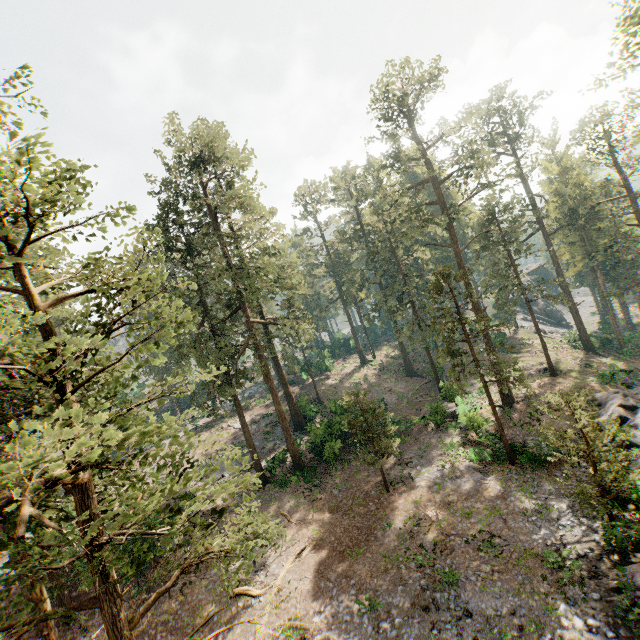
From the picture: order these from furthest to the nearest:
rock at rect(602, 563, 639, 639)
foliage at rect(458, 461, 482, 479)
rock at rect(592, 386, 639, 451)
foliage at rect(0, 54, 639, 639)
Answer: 1. foliage at rect(458, 461, 482, 479)
2. rock at rect(592, 386, 639, 451)
3. rock at rect(602, 563, 639, 639)
4. foliage at rect(0, 54, 639, 639)

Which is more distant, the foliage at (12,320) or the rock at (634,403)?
the rock at (634,403)

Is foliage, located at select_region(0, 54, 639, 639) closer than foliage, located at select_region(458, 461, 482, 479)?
Yes

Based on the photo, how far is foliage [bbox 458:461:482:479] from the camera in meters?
21.0

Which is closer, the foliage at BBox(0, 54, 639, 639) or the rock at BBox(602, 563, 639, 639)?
the foliage at BBox(0, 54, 639, 639)

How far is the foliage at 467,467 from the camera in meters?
21.0

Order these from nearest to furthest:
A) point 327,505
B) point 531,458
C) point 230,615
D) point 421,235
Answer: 1. point 230,615
2. point 531,458
3. point 327,505
4. point 421,235
